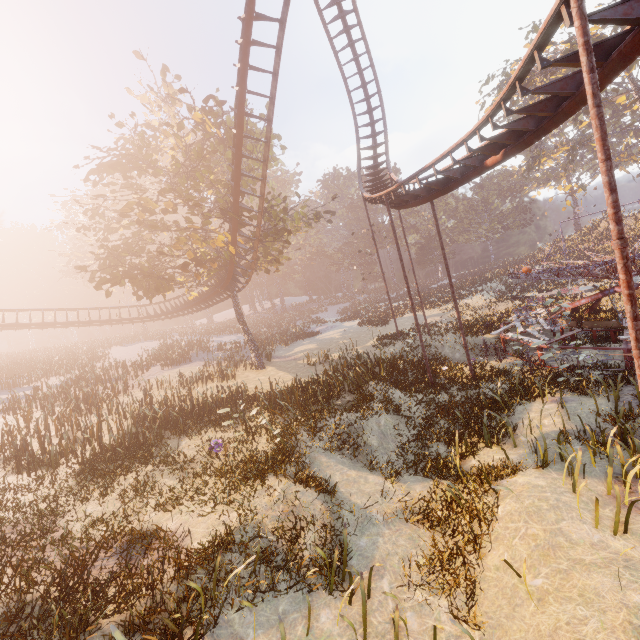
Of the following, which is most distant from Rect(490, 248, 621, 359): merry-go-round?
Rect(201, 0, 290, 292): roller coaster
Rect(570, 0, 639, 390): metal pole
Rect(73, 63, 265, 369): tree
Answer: Rect(73, 63, 265, 369): tree

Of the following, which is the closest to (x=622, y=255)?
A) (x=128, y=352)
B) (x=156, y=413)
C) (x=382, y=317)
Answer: (x=156, y=413)

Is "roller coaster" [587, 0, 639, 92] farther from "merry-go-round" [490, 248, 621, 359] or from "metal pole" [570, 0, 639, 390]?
"merry-go-round" [490, 248, 621, 359]

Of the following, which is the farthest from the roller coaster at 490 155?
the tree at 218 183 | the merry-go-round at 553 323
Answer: the merry-go-round at 553 323

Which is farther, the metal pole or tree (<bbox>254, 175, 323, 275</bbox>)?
tree (<bbox>254, 175, 323, 275</bbox>)

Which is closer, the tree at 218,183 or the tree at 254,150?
the tree at 218,183

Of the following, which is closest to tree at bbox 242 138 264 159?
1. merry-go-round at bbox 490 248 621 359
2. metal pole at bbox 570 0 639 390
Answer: merry-go-round at bbox 490 248 621 359

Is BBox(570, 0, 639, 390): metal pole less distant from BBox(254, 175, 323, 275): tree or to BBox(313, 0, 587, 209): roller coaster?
BBox(313, 0, 587, 209): roller coaster
